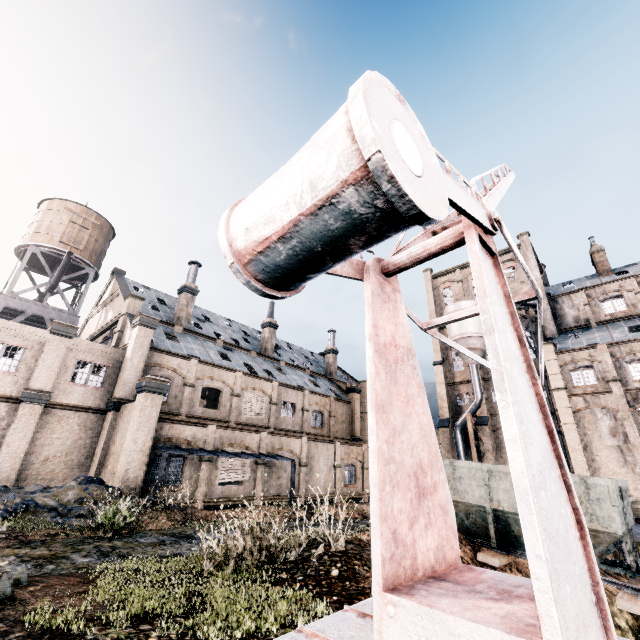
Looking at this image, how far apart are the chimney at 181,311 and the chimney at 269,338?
9.4m

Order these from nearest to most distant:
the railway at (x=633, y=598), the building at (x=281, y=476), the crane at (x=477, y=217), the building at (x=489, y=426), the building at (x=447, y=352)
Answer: the crane at (x=477, y=217) → the railway at (x=633, y=598) → the building at (x=281, y=476) → the building at (x=489, y=426) → the building at (x=447, y=352)

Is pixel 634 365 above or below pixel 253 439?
above

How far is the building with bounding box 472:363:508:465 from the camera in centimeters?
3812cm

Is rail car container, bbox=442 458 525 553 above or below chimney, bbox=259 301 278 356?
below

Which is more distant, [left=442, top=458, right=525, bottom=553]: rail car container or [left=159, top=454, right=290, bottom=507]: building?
[left=159, top=454, right=290, bottom=507]: building

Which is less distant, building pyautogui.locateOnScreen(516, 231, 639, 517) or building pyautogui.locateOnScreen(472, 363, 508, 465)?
building pyautogui.locateOnScreen(516, 231, 639, 517)
